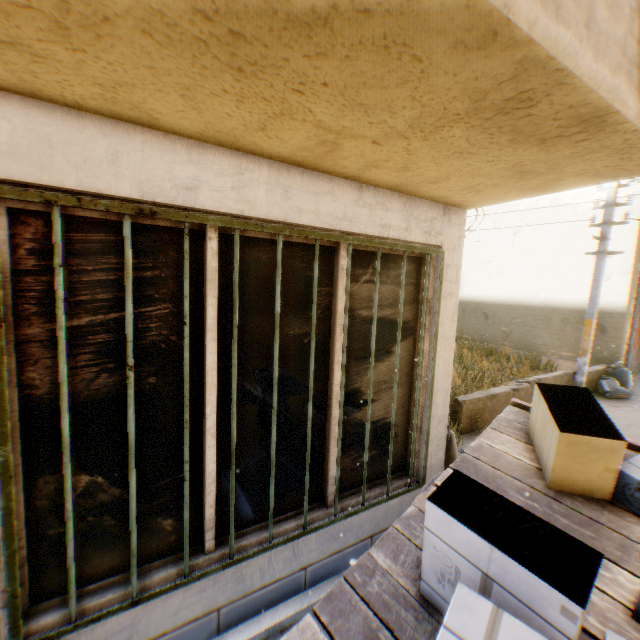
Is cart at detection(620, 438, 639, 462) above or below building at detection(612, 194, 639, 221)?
below

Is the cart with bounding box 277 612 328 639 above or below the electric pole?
below

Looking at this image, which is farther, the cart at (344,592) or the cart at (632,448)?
the cart at (632,448)

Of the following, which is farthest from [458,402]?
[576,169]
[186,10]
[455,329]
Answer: [186,10]

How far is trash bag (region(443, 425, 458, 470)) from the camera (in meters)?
3.67

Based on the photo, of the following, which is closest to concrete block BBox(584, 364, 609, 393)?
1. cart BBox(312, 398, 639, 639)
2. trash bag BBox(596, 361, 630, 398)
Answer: trash bag BBox(596, 361, 630, 398)

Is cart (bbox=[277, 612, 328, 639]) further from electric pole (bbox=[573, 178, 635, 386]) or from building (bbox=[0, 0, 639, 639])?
electric pole (bbox=[573, 178, 635, 386])

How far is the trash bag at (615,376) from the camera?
8.3 meters
